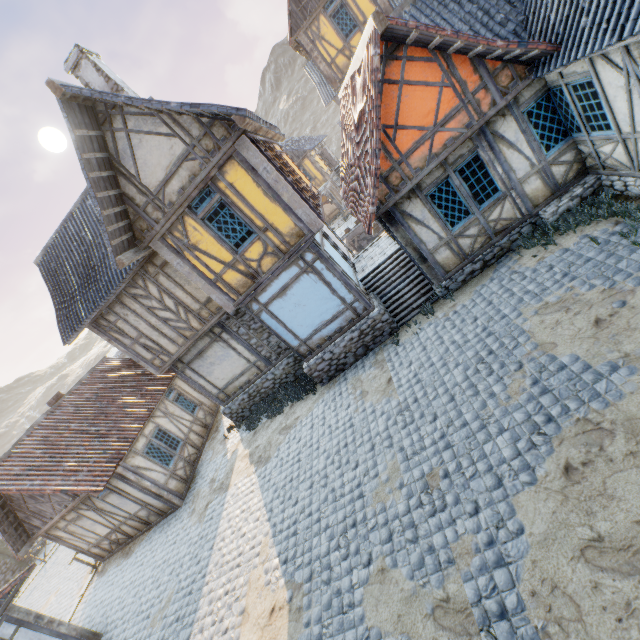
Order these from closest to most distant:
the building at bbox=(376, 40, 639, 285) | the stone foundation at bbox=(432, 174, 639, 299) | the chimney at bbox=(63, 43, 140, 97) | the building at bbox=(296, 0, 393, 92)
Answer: the building at bbox=(376, 40, 639, 285)
the stone foundation at bbox=(432, 174, 639, 299)
the chimney at bbox=(63, 43, 140, 97)
the building at bbox=(296, 0, 393, 92)

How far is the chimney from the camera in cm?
966

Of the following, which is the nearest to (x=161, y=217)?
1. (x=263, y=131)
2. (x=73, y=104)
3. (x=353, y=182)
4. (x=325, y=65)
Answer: (x=73, y=104)

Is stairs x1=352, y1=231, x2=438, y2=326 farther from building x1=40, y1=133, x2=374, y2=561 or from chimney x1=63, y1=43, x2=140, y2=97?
chimney x1=63, y1=43, x2=140, y2=97

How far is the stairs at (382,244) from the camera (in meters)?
10.19

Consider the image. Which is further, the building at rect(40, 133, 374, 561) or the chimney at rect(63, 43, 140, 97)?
the chimney at rect(63, 43, 140, 97)

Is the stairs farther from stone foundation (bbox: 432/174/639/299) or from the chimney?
the chimney

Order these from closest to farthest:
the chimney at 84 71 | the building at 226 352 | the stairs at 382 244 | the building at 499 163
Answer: the building at 499 163 < the building at 226 352 < the chimney at 84 71 < the stairs at 382 244
